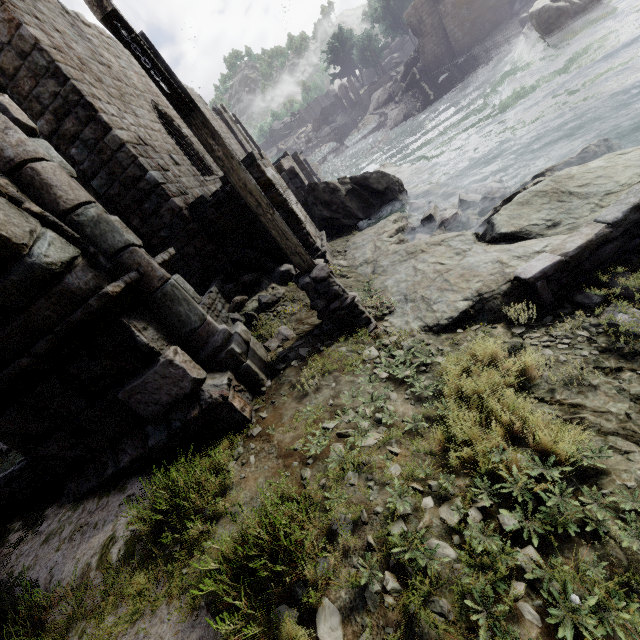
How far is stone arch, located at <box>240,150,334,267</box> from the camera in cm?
805

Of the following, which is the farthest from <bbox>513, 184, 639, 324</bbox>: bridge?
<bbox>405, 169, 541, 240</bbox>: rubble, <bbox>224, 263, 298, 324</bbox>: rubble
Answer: <bbox>224, 263, 298, 324</bbox>: rubble

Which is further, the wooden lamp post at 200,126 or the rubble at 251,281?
the rubble at 251,281

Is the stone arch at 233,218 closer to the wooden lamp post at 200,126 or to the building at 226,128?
the building at 226,128

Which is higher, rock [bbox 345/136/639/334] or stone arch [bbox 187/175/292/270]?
stone arch [bbox 187/175/292/270]

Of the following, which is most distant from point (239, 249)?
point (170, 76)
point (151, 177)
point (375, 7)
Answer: point (375, 7)

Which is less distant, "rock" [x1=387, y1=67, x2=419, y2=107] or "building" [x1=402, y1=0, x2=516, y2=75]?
A: "building" [x1=402, y1=0, x2=516, y2=75]

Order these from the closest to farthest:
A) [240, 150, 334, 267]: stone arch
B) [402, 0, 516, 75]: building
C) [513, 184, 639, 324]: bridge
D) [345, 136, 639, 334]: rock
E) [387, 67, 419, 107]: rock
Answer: [513, 184, 639, 324]: bridge
[345, 136, 639, 334]: rock
[240, 150, 334, 267]: stone arch
[402, 0, 516, 75]: building
[387, 67, 419, 107]: rock
